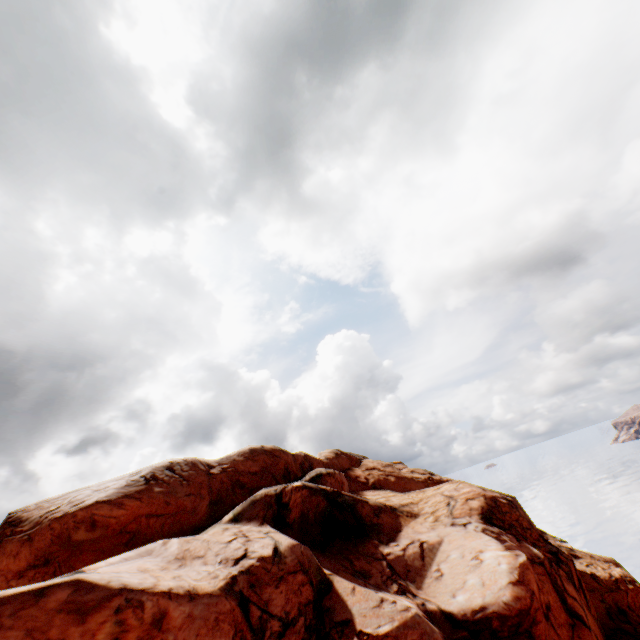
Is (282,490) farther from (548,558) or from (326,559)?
(548,558)
